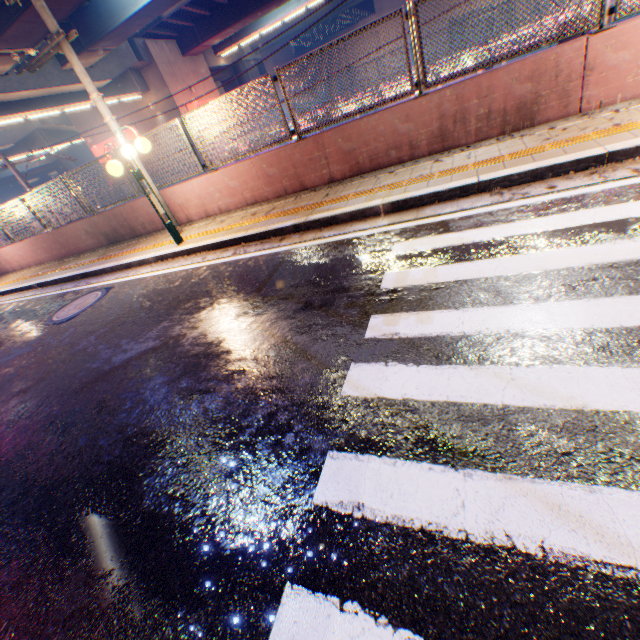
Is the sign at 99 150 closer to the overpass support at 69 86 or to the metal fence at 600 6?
the overpass support at 69 86

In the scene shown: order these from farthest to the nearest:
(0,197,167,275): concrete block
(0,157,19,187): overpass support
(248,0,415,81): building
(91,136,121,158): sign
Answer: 1. (0,157,19,187): overpass support
2. (248,0,415,81): building
3. (91,136,121,158): sign
4. (0,197,167,275): concrete block

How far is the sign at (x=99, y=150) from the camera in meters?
29.8 m

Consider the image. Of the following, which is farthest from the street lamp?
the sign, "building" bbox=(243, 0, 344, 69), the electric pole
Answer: "building" bbox=(243, 0, 344, 69)

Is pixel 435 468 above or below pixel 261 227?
below

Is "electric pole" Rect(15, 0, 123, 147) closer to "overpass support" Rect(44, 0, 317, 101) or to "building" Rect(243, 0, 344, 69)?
"overpass support" Rect(44, 0, 317, 101)

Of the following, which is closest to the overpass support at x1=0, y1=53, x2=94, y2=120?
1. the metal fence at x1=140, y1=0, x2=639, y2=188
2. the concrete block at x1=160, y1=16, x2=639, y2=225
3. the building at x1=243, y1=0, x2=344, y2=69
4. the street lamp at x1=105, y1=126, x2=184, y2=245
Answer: the metal fence at x1=140, y1=0, x2=639, y2=188

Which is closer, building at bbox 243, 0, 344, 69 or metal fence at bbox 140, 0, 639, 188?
metal fence at bbox 140, 0, 639, 188
